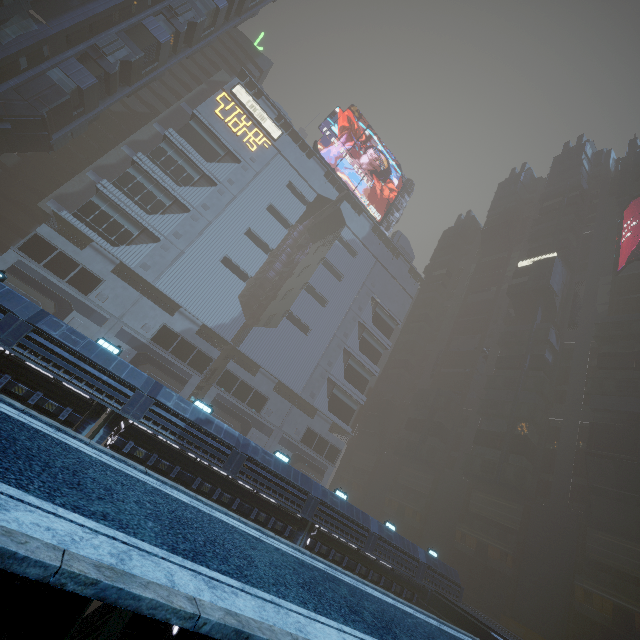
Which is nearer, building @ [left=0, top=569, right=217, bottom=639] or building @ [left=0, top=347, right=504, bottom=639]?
building @ [left=0, top=569, right=217, bottom=639]

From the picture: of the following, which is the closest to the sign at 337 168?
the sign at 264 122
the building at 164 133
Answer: the building at 164 133

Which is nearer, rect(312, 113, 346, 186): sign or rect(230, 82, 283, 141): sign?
rect(230, 82, 283, 141): sign

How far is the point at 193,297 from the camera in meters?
42.6 m

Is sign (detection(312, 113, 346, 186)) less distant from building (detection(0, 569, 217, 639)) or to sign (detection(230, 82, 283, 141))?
building (detection(0, 569, 217, 639))
